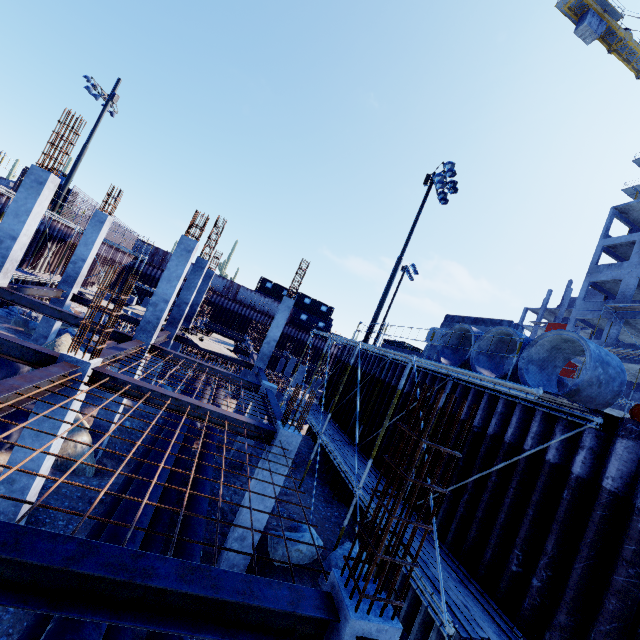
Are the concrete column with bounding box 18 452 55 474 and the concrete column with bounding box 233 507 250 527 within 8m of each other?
yes

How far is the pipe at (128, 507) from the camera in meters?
6.0 m

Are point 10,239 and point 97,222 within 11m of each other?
yes

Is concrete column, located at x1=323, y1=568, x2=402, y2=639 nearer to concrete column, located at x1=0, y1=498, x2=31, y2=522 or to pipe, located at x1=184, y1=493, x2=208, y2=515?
pipe, located at x1=184, y1=493, x2=208, y2=515

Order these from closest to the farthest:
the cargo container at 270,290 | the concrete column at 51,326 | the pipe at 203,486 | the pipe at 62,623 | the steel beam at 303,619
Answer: the steel beam at 303,619, the pipe at 62,623, the pipe at 203,486, the concrete column at 51,326, the cargo container at 270,290

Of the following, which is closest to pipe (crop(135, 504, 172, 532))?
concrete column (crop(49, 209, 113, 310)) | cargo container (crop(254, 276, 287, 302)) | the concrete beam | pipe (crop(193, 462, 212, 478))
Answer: pipe (crop(193, 462, 212, 478))

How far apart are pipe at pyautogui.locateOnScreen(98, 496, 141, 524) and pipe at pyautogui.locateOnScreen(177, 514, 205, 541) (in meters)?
0.14

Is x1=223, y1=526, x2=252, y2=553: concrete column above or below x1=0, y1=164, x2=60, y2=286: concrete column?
below
